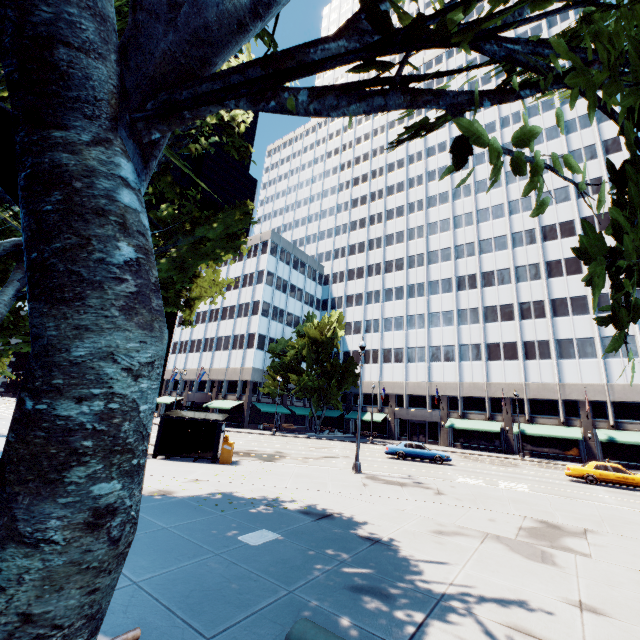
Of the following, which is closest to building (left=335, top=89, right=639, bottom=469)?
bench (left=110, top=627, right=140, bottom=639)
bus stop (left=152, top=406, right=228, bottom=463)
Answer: bus stop (left=152, top=406, right=228, bottom=463)

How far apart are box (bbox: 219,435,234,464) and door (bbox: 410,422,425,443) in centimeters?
3732cm

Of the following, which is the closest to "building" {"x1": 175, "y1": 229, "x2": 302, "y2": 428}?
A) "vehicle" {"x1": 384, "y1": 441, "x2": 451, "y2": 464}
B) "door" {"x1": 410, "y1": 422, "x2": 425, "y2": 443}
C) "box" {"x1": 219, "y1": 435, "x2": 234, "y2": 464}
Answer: "door" {"x1": 410, "y1": 422, "x2": 425, "y2": 443}

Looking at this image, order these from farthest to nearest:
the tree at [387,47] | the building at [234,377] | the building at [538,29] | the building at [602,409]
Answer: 1. the building at [538,29]
2. the building at [234,377]
3. the building at [602,409]
4. the tree at [387,47]

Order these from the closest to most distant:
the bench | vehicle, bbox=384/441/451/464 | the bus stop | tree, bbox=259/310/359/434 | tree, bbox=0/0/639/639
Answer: tree, bbox=0/0/639/639, the bench, the bus stop, vehicle, bbox=384/441/451/464, tree, bbox=259/310/359/434

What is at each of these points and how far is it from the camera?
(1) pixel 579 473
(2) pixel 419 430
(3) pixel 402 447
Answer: (1) vehicle, 22.02m
(2) door, 48.28m
(3) vehicle, 26.72m

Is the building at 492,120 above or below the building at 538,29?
below

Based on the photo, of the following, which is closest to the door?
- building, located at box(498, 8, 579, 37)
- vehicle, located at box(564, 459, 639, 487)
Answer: building, located at box(498, 8, 579, 37)
